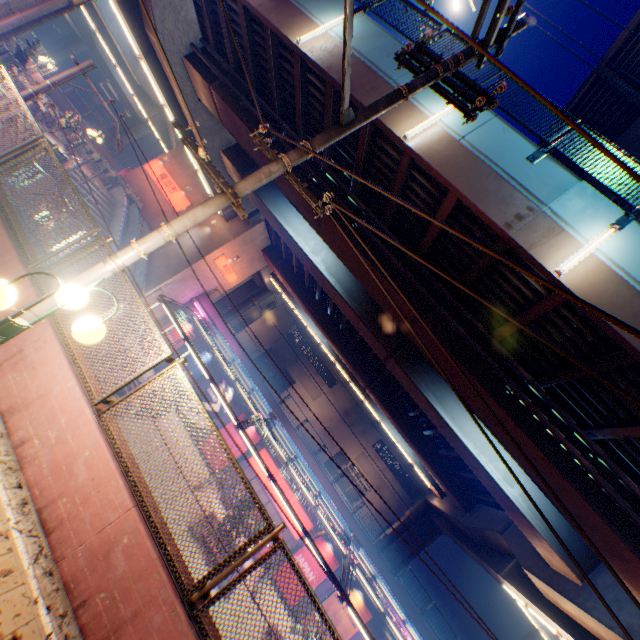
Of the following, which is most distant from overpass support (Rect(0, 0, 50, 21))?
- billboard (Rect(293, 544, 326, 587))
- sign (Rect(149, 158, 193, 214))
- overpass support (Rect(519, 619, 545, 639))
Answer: billboard (Rect(293, 544, 326, 587))

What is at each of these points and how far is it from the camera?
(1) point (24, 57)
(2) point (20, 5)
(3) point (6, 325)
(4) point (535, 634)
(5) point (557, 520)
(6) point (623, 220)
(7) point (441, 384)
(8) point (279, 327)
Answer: (1) plants, 15.6m
(2) overpass support, 11.5m
(3) street lamp, 2.9m
(4) overpass support, 28.2m
(5) overpass support, 13.1m
(6) metal fence, 7.4m
(7) overpass support, 15.1m
(8) building, 50.7m

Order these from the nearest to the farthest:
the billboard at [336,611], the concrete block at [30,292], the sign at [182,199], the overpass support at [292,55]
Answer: the concrete block at [30,292]
the overpass support at [292,55]
the billboard at [336,611]
the sign at [182,199]

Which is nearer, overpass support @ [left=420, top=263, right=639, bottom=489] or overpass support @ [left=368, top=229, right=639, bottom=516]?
overpass support @ [left=420, top=263, right=639, bottom=489]

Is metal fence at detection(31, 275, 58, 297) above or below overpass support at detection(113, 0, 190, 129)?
below

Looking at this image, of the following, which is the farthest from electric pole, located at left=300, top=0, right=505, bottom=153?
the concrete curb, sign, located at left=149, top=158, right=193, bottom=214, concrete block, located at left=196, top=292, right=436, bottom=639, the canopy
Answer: sign, located at left=149, top=158, right=193, bottom=214

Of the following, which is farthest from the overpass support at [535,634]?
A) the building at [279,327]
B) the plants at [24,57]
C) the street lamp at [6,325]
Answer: the plants at [24,57]

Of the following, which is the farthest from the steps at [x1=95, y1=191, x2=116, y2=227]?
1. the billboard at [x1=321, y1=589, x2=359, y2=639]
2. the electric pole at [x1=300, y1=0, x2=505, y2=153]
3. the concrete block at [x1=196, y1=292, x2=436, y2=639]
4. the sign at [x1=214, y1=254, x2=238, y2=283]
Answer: the billboard at [x1=321, y1=589, x2=359, y2=639]
